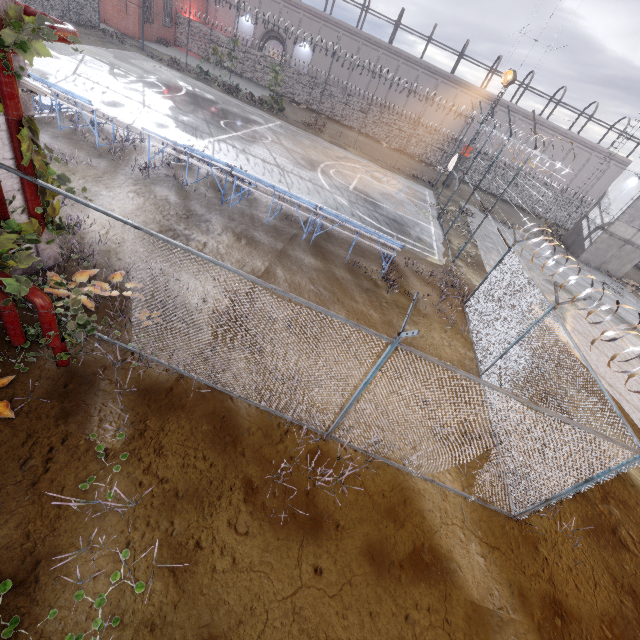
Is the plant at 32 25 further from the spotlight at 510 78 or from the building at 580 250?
the building at 580 250

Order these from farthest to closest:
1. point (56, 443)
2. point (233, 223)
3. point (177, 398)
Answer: point (233, 223)
point (177, 398)
point (56, 443)

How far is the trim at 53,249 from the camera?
6.60m

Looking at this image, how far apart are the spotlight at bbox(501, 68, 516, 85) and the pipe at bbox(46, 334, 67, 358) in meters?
32.5 m

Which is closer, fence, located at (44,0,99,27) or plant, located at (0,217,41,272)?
plant, located at (0,217,41,272)

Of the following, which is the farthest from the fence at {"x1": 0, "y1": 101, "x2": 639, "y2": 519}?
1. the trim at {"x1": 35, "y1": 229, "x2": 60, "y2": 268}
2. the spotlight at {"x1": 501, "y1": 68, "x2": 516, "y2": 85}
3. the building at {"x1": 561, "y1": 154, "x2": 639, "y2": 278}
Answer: the building at {"x1": 561, "y1": 154, "x2": 639, "y2": 278}

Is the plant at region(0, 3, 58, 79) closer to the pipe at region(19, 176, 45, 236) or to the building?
the pipe at region(19, 176, 45, 236)

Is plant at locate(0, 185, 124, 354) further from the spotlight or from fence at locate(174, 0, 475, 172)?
the spotlight
